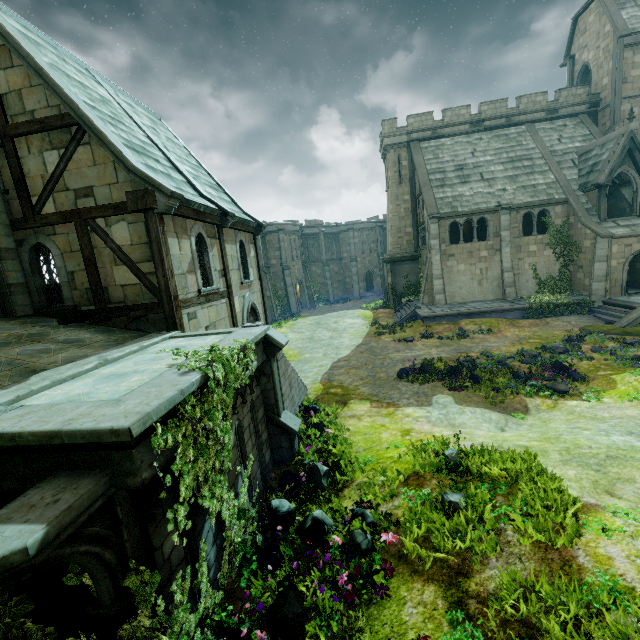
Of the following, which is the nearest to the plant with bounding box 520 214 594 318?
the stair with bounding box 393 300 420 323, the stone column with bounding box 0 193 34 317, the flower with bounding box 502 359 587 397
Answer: the stair with bounding box 393 300 420 323

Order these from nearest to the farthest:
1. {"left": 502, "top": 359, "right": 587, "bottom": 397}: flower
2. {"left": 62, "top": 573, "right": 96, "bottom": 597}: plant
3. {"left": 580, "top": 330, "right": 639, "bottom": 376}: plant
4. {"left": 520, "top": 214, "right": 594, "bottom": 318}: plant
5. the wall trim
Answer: {"left": 62, "top": 573, "right": 96, "bottom": 597}: plant
{"left": 502, "top": 359, "right": 587, "bottom": 397}: flower
{"left": 580, "top": 330, "right": 639, "bottom": 376}: plant
{"left": 520, "top": 214, "right": 594, "bottom": 318}: plant
the wall trim

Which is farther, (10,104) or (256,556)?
(10,104)

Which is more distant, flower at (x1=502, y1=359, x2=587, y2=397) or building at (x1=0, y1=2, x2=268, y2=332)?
flower at (x1=502, y1=359, x2=587, y2=397)

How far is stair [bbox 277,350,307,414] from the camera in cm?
998

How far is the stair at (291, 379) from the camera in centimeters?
998cm

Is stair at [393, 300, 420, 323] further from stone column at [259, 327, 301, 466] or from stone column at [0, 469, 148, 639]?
stone column at [0, 469, 148, 639]

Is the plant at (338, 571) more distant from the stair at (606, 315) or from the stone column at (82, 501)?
the stair at (606, 315)
